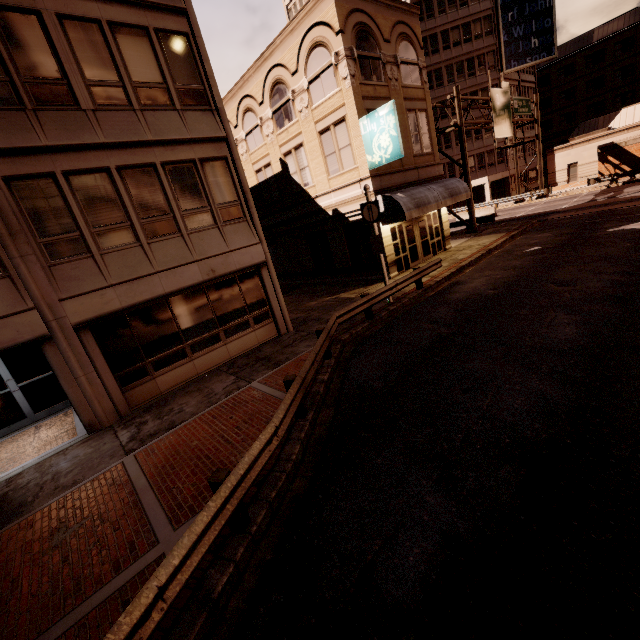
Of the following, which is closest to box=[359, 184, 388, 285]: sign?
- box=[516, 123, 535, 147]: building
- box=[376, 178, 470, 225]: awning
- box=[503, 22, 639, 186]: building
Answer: box=[376, 178, 470, 225]: awning

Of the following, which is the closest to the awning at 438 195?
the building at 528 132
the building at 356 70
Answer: the building at 356 70

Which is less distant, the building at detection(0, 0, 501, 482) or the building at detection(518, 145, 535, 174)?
the building at detection(0, 0, 501, 482)

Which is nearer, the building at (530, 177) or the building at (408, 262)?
the building at (408, 262)

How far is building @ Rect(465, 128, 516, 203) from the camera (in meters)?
42.16

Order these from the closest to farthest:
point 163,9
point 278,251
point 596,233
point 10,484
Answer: point 10,484, point 163,9, point 596,233, point 278,251

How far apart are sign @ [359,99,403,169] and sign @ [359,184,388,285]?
3.5m

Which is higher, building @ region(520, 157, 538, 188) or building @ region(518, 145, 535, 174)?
building @ region(518, 145, 535, 174)
